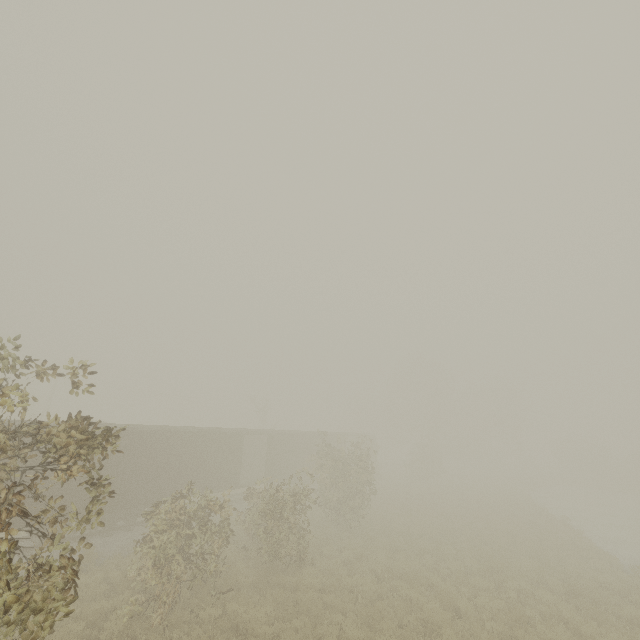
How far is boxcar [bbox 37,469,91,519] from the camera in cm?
1314

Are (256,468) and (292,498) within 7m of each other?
no

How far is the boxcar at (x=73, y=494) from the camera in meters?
13.1 m

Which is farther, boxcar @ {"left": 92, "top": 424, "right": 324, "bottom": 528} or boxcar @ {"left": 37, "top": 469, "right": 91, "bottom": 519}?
boxcar @ {"left": 92, "top": 424, "right": 324, "bottom": 528}
